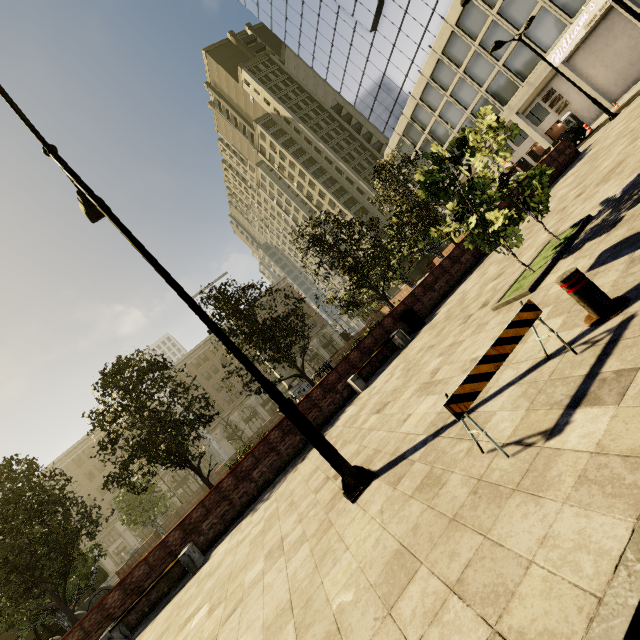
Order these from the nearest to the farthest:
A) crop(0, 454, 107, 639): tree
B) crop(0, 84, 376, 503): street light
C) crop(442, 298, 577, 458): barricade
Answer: crop(442, 298, 577, 458): barricade, crop(0, 84, 376, 503): street light, crop(0, 454, 107, 639): tree

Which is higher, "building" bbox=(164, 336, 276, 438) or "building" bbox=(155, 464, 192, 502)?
"building" bbox=(164, 336, 276, 438)

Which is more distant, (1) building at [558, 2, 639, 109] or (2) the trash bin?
(1) building at [558, 2, 639, 109]

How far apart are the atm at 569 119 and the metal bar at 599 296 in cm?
4079

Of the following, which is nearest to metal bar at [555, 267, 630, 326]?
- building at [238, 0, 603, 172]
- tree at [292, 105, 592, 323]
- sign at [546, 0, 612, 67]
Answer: tree at [292, 105, 592, 323]

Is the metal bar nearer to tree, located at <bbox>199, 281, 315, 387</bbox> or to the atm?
tree, located at <bbox>199, 281, 315, 387</bbox>

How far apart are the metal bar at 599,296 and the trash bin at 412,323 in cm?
842

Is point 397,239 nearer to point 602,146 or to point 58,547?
point 602,146
